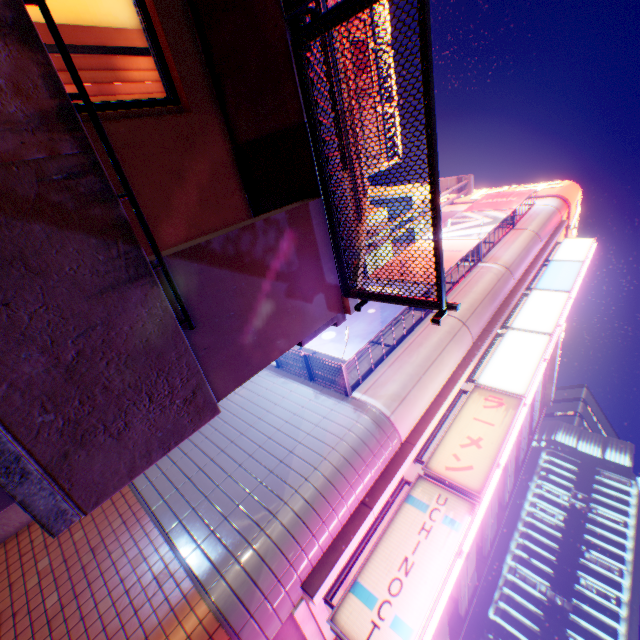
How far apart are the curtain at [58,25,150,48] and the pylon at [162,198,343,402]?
2.2m

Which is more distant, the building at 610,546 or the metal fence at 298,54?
the building at 610,546

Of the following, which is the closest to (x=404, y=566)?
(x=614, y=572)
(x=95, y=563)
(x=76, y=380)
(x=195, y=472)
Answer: (x=195, y=472)

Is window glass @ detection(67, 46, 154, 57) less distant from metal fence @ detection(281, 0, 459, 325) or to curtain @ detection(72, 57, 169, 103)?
curtain @ detection(72, 57, 169, 103)

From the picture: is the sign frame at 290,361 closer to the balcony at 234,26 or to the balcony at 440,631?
the balcony at 234,26

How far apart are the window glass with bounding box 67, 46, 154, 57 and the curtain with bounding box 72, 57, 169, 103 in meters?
0.2

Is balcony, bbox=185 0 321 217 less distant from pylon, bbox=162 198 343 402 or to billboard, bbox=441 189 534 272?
pylon, bbox=162 198 343 402

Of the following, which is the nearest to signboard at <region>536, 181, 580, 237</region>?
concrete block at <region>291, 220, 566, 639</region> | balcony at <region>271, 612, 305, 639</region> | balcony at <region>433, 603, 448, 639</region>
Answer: concrete block at <region>291, 220, 566, 639</region>
